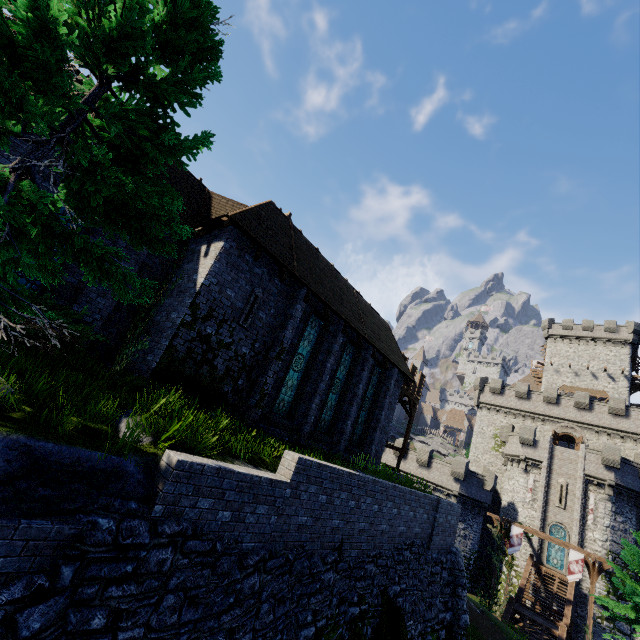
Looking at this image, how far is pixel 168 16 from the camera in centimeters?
518cm

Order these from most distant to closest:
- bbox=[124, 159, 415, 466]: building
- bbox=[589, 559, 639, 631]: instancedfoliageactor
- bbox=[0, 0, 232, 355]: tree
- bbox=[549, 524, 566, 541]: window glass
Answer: bbox=[549, 524, 566, 541]: window glass → bbox=[589, 559, 639, 631]: instancedfoliageactor → bbox=[124, 159, 415, 466]: building → bbox=[0, 0, 232, 355]: tree

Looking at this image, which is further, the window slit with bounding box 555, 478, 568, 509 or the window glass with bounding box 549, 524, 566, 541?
the window slit with bounding box 555, 478, 568, 509

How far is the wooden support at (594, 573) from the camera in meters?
22.2

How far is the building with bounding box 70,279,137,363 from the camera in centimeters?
1056cm

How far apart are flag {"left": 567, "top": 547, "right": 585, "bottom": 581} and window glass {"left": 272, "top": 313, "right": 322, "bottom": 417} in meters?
25.2

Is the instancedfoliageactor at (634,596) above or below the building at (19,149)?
below

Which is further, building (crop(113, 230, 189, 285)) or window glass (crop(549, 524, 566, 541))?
window glass (crop(549, 524, 566, 541))
